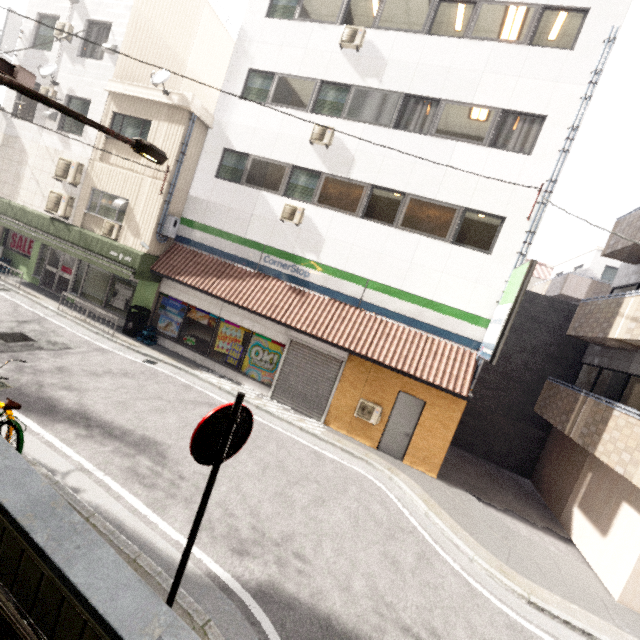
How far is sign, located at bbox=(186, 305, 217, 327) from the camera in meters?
12.3

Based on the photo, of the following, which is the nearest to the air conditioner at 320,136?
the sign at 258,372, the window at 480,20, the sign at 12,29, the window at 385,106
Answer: the window at 385,106

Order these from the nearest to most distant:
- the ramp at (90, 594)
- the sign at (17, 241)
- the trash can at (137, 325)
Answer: the ramp at (90, 594), the trash can at (137, 325), the sign at (17, 241)

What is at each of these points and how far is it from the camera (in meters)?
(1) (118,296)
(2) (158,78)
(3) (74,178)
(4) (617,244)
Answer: (1) sign, 13.55
(2) satellite dish, 11.15
(3) air conditioner, 12.54
(4) balcony, 10.49

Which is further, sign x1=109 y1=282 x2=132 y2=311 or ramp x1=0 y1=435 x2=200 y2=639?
sign x1=109 y1=282 x2=132 y2=311

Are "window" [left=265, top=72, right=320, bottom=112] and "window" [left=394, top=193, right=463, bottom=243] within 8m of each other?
yes

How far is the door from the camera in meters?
10.1 m

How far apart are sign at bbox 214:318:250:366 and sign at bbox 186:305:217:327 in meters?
0.1
